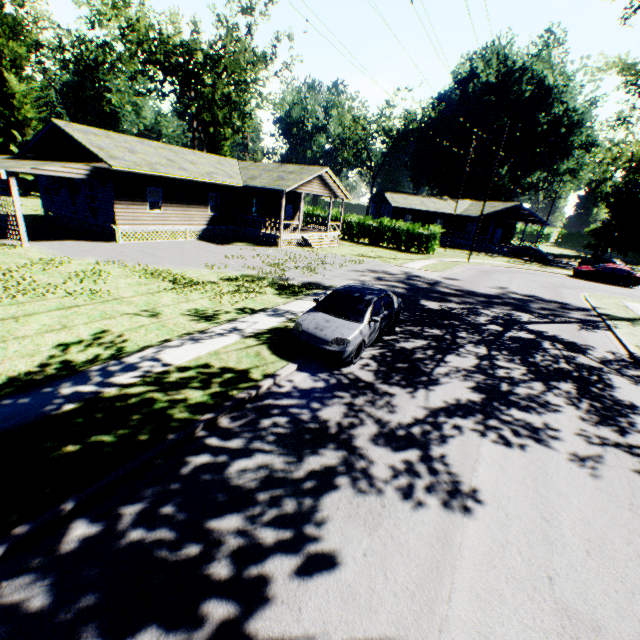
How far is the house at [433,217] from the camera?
45.7m

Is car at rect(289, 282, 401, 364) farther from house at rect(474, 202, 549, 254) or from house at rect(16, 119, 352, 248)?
house at rect(474, 202, 549, 254)

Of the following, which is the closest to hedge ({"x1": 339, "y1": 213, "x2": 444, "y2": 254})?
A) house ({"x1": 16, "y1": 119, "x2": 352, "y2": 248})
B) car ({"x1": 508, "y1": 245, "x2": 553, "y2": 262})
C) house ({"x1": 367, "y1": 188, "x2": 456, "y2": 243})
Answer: house ({"x1": 16, "y1": 119, "x2": 352, "y2": 248})

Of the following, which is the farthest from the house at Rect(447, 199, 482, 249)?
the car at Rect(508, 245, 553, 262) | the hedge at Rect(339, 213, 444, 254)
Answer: the hedge at Rect(339, 213, 444, 254)

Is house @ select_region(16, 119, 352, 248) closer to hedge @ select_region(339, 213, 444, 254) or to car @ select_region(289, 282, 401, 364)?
hedge @ select_region(339, 213, 444, 254)

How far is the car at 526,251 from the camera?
38.98m

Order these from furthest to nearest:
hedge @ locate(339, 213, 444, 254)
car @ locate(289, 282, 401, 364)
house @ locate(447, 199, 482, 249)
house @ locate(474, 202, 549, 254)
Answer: house @ locate(447, 199, 482, 249), house @ locate(474, 202, 549, 254), hedge @ locate(339, 213, 444, 254), car @ locate(289, 282, 401, 364)

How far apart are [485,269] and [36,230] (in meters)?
34.49
